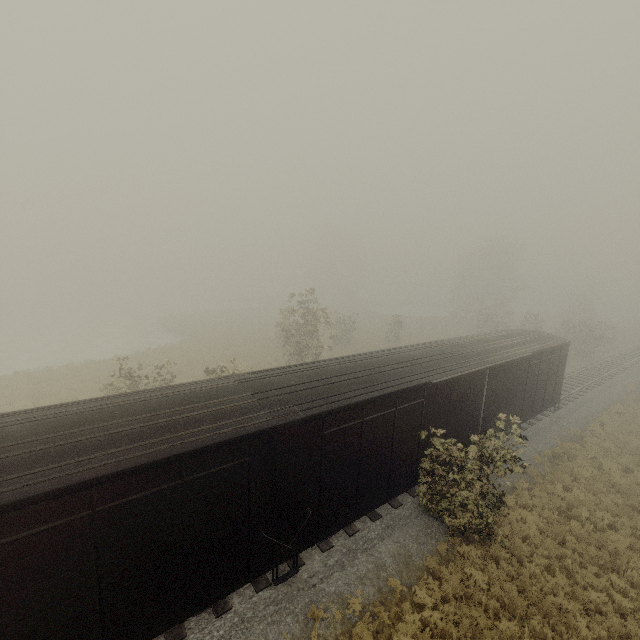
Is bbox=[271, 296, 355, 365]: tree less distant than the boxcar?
No

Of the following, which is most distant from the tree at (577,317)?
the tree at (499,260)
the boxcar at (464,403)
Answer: the tree at (499,260)

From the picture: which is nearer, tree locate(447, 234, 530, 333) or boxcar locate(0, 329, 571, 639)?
boxcar locate(0, 329, 571, 639)

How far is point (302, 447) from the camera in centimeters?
748cm

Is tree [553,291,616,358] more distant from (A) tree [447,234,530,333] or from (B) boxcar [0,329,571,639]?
(A) tree [447,234,530,333]

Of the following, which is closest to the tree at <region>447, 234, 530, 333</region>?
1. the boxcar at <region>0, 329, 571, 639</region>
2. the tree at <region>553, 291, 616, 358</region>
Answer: the tree at <region>553, 291, 616, 358</region>
